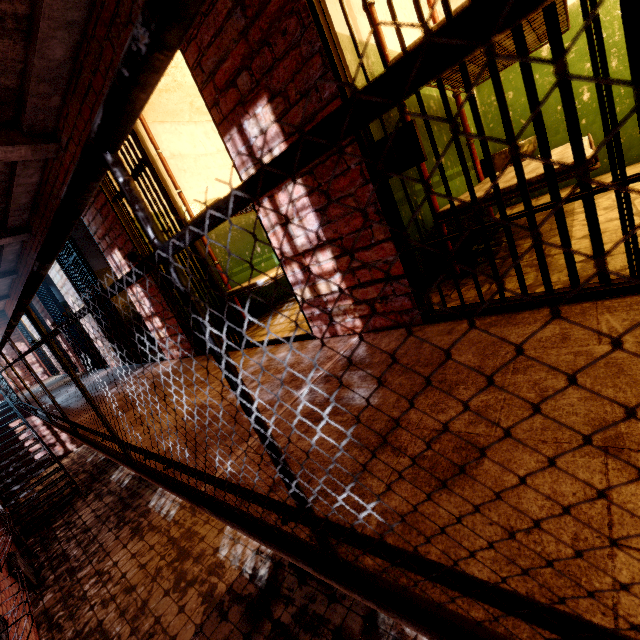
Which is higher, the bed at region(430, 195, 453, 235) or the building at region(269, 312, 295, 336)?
the bed at region(430, 195, 453, 235)

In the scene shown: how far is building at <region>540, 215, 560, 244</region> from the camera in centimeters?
234cm

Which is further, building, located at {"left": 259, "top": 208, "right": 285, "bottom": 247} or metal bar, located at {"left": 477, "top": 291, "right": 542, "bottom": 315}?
building, located at {"left": 259, "top": 208, "right": 285, "bottom": 247}

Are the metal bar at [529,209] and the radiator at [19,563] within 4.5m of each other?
no

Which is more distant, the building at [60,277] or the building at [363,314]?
the building at [60,277]

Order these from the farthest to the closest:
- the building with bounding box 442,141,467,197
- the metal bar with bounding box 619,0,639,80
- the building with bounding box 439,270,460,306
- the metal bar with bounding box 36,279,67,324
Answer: the metal bar with bounding box 36,279,67,324, the building with bounding box 442,141,467,197, the building with bounding box 439,270,460,306, the metal bar with bounding box 619,0,639,80

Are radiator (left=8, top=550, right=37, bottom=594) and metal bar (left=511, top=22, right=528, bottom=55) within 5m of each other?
no

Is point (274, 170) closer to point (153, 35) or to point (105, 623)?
point (153, 35)
